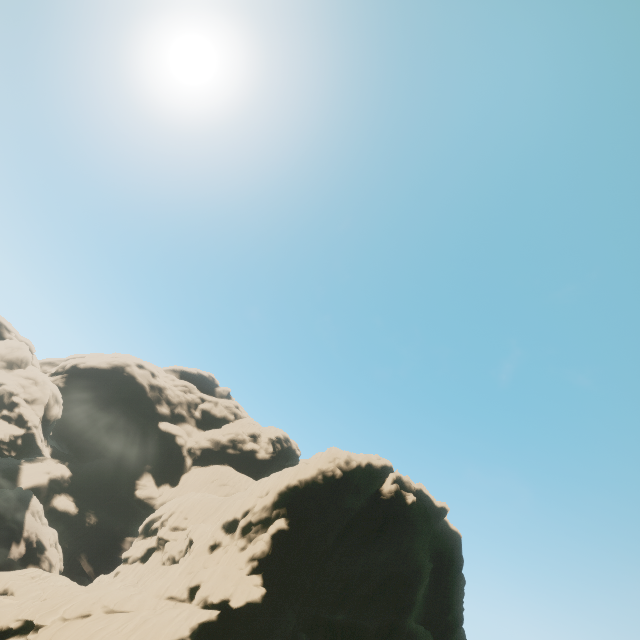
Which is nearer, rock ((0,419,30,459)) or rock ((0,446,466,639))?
rock ((0,446,466,639))

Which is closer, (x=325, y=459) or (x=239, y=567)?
(x=239, y=567)

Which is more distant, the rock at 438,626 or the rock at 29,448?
the rock at 29,448
